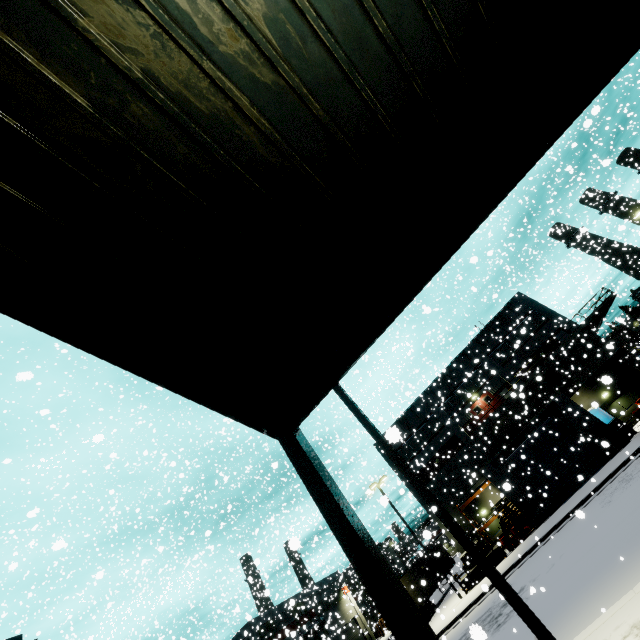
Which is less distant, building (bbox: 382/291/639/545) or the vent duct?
building (bbox: 382/291/639/545)

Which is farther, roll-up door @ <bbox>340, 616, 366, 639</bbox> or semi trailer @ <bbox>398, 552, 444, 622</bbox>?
roll-up door @ <bbox>340, 616, 366, 639</bbox>

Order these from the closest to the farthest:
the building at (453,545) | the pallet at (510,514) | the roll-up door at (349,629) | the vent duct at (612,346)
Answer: the pallet at (510,514) → the vent duct at (612,346) → the building at (453,545) → the roll-up door at (349,629)

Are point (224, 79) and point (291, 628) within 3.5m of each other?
no

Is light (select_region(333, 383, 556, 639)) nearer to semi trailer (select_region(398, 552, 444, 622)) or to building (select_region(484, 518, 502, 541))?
semi trailer (select_region(398, 552, 444, 622))

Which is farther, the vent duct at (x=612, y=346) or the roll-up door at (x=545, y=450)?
the vent duct at (x=612, y=346)

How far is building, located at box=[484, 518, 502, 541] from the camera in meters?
30.6

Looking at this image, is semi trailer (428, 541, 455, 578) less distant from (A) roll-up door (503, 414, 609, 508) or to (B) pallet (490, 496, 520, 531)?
(A) roll-up door (503, 414, 609, 508)
